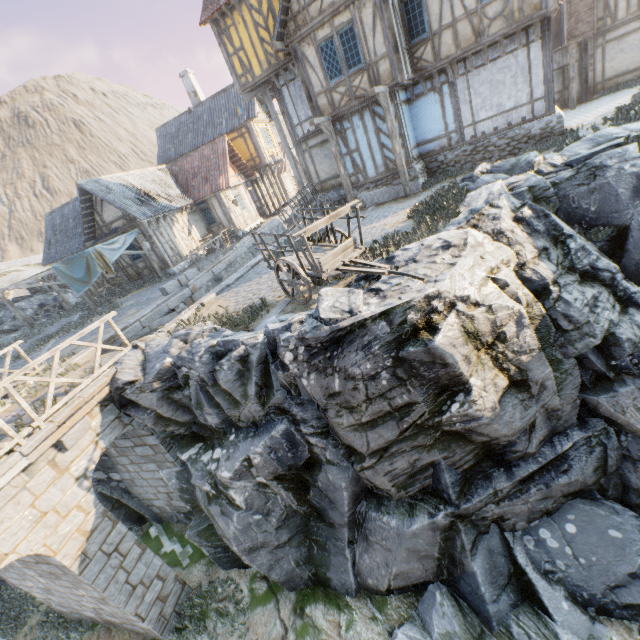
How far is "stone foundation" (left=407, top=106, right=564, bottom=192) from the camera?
11.9m

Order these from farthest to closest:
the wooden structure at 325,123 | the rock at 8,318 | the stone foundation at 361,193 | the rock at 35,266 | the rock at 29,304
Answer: the rock at 35,266, the rock at 29,304, the rock at 8,318, the stone foundation at 361,193, the wooden structure at 325,123

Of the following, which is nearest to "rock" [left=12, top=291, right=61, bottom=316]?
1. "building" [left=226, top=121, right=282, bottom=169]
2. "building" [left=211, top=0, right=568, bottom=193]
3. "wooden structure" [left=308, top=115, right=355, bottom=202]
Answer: "building" [left=211, top=0, right=568, bottom=193]

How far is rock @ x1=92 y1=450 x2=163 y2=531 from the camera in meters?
10.4

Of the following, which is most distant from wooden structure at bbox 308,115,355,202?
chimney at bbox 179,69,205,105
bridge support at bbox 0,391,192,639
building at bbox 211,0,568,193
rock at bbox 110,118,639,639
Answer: chimney at bbox 179,69,205,105

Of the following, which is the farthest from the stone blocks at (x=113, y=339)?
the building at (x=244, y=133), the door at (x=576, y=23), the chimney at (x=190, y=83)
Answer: the chimney at (x=190, y=83)

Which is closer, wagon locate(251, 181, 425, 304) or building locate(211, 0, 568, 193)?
wagon locate(251, 181, 425, 304)

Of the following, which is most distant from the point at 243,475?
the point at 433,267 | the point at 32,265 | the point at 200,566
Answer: the point at 32,265
